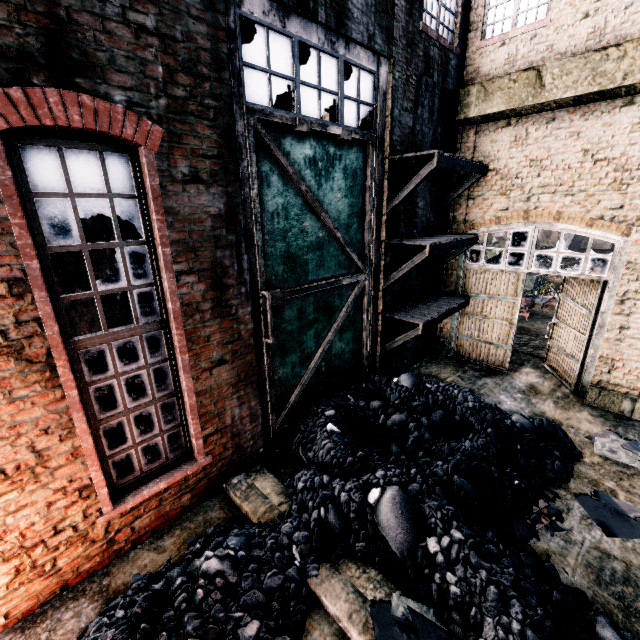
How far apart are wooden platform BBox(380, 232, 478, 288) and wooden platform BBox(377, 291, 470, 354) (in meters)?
0.65

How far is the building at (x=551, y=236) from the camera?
47.8m

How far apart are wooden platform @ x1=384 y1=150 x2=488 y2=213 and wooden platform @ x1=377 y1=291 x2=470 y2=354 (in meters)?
2.75

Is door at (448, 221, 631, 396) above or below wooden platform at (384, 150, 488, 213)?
below

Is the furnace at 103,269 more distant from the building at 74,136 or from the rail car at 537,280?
the rail car at 537,280

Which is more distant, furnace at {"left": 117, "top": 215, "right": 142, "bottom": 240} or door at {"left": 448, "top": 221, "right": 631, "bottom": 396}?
door at {"left": 448, "top": 221, "right": 631, "bottom": 396}

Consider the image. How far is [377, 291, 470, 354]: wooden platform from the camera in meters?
9.1 m

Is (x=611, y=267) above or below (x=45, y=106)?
below
